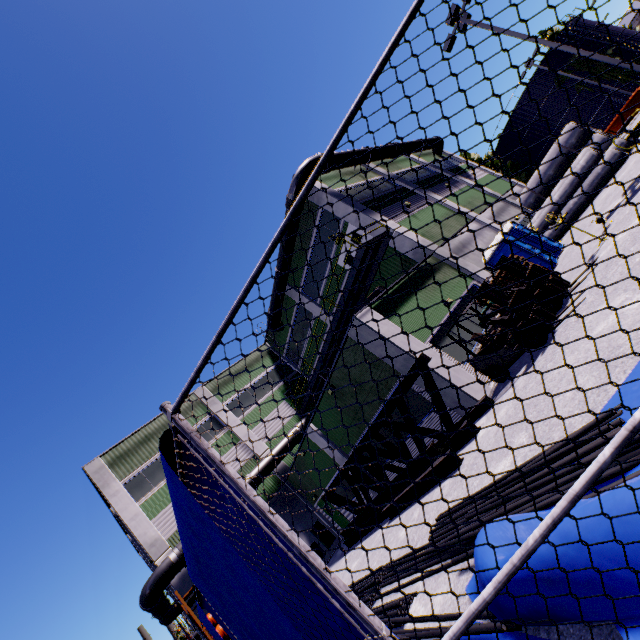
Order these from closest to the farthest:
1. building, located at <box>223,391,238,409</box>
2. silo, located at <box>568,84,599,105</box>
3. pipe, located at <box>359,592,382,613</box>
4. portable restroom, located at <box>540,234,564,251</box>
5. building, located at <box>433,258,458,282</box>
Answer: pipe, located at <box>359,592,382,613</box>
building, located at <box>433,258,458,282</box>
portable restroom, located at <box>540,234,564,251</box>
building, located at <box>223,391,238,409</box>
silo, located at <box>568,84,599,105</box>

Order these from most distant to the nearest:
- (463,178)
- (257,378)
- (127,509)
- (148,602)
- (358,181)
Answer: (463,178) → (257,378) → (358,181) → (127,509) → (148,602)

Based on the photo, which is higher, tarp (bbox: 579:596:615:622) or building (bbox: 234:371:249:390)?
building (bbox: 234:371:249:390)

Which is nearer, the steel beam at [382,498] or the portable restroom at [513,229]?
the steel beam at [382,498]

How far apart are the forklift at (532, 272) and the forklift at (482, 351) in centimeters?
52cm

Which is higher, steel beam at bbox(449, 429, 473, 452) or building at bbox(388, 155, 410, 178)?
building at bbox(388, 155, 410, 178)

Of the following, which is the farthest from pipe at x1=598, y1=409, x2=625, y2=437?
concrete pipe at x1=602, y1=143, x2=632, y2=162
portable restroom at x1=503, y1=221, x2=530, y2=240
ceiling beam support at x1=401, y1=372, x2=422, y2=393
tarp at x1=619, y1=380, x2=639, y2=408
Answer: portable restroom at x1=503, y1=221, x2=530, y2=240

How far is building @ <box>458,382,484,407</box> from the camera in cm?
1011
